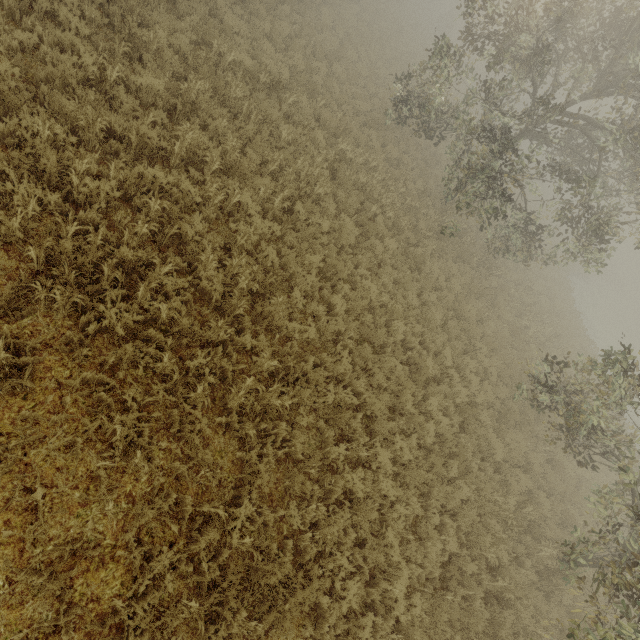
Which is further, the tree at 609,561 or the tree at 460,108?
the tree at 460,108

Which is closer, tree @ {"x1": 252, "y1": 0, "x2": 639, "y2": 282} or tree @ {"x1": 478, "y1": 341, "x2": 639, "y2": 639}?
tree @ {"x1": 478, "y1": 341, "x2": 639, "y2": 639}

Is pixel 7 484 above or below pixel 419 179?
below
